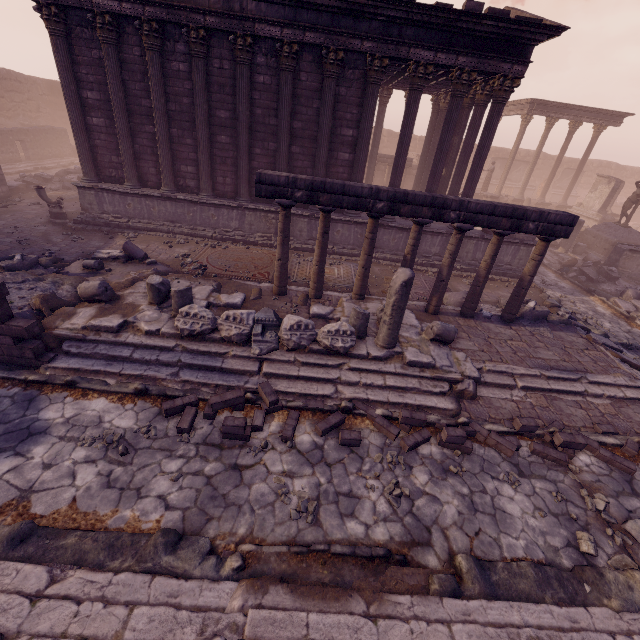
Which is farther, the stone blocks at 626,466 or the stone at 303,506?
the stone blocks at 626,466

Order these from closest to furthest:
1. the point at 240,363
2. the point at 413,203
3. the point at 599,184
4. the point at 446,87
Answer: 1. the point at 240,363
2. the point at 413,203
3. the point at 446,87
4. the point at 599,184

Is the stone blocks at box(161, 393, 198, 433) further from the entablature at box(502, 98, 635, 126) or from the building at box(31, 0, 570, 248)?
the entablature at box(502, 98, 635, 126)

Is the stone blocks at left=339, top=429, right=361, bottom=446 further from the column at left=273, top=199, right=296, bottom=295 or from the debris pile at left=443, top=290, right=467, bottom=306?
the debris pile at left=443, top=290, right=467, bottom=306

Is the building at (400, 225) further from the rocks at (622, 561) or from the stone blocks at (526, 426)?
the rocks at (622, 561)

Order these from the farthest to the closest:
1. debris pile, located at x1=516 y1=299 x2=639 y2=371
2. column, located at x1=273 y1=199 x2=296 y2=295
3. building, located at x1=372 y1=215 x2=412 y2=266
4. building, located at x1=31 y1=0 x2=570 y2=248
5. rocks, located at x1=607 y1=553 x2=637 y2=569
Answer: building, located at x1=372 y1=215 x2=412 y2=266, building, located at x1=31 y1=0 x2=570 y2=248, debris pile, located at x1=516 y1=299 x2=639 y2=371, column, located at x1=273 y1=199 x2=296 y2=295, rocks, located at x1=607 y1=553 x2=637 y2=569

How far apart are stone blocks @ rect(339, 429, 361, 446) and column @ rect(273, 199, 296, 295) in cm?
384

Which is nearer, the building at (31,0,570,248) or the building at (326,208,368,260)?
the building at (31,0,570,248)
